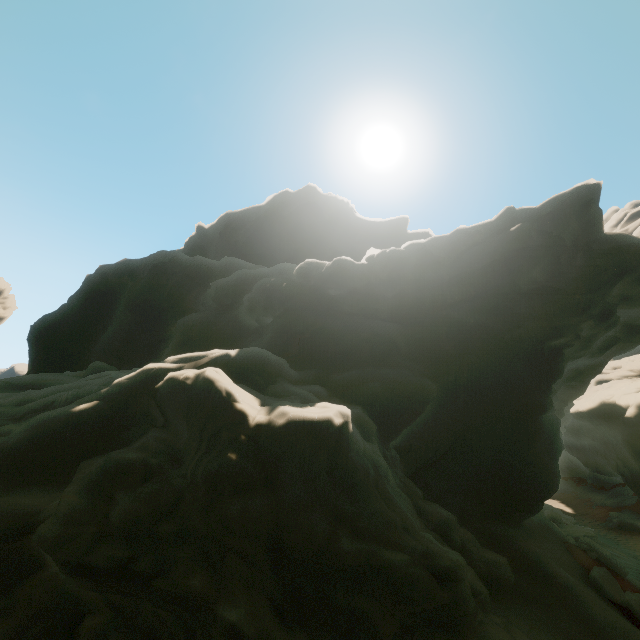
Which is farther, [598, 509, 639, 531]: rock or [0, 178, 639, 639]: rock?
[598, 509, 639, 531]: rock

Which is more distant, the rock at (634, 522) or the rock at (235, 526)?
the rock at (634, 522)

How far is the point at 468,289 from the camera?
17.0m
